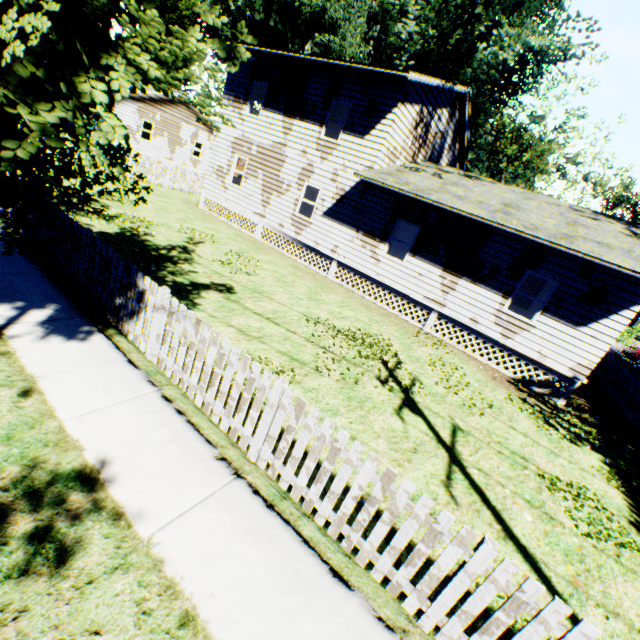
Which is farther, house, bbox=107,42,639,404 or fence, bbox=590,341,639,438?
fence, bbox=590,341,639,438

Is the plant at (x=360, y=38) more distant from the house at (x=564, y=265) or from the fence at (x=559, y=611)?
the fence at (x=559, y=611)

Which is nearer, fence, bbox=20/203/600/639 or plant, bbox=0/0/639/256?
plant, bbox=0/0/639/256

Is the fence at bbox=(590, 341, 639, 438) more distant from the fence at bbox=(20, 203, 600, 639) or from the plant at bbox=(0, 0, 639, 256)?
the plant at bbox=(0, 0, 639, 256)

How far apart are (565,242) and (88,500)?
12.1m

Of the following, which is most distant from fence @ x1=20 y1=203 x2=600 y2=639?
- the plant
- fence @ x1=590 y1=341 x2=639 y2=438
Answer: the plant

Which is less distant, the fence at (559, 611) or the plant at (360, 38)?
the plant at (360, 38)

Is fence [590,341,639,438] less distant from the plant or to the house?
the plant
